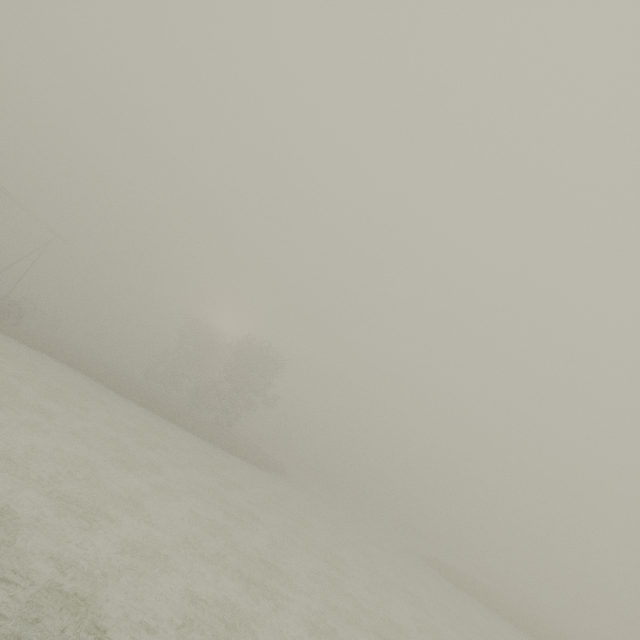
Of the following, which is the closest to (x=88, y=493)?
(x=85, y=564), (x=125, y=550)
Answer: (x=125, y=550)
